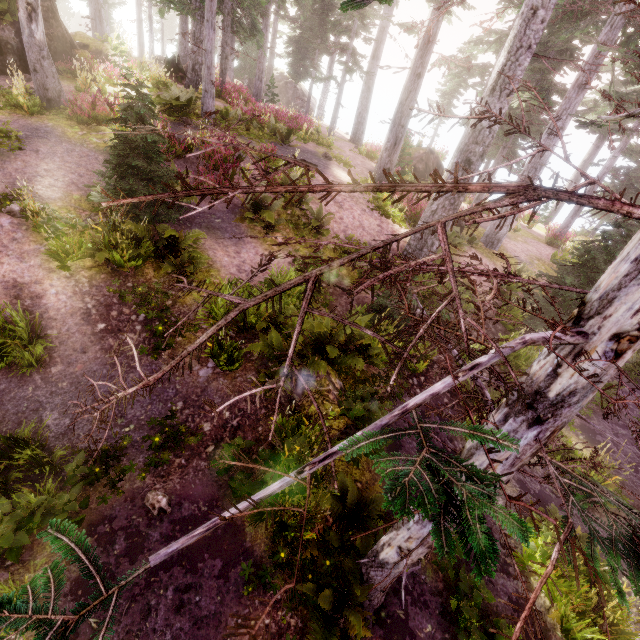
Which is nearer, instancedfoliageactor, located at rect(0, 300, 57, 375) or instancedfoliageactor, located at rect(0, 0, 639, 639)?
instancedfoliageactor, located at rect(0, 0, 639, 639)

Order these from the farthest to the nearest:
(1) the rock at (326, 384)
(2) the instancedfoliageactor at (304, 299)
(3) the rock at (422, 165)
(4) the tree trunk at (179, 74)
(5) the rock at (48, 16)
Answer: (3) the rock at (422, 165)
(4) the tree trunk at (179, 74)
(5) the rock at (48, 16)
(1) the rock at (326, 384)
(2) the instancedfoliageactor at (304, 299)

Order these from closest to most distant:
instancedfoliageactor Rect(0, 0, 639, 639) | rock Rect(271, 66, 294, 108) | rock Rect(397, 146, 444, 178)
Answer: instancedfoliageactor Rect(0, 0, 639, 639)
rock Rect(397, 146, 444, 178)
rock Rect(271, 66, 294, 108)

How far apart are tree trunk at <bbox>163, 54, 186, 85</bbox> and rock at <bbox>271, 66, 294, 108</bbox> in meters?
17.6 m

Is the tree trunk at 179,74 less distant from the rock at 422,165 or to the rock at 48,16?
the rock at 48,16

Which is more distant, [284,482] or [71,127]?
[71,127]

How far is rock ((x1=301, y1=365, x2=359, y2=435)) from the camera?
6.64m

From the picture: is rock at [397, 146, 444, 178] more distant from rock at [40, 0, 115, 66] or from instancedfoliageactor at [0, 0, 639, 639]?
rock at [40, 0, 115, 66]
